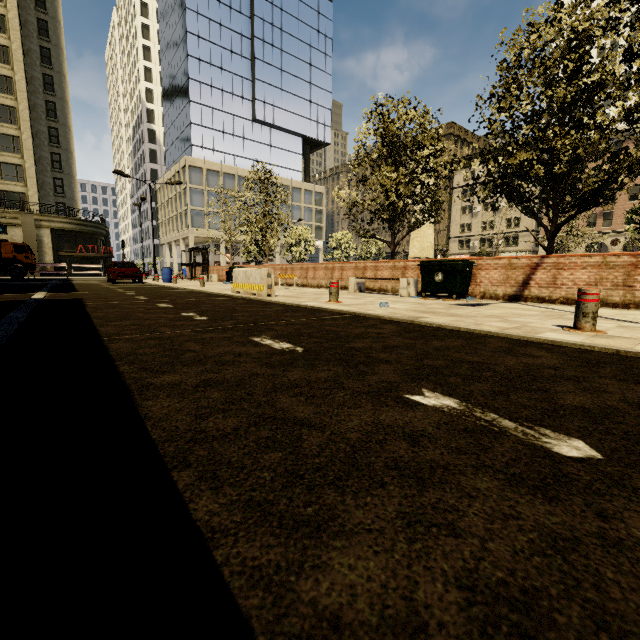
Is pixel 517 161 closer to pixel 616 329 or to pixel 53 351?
pixel 616 329

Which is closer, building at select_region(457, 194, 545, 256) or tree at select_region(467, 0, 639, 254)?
tree at select_region(467, 0, 639, 254)

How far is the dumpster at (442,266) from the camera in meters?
9.1

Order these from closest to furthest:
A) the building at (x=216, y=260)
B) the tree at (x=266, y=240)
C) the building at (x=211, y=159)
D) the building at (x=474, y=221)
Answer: the tree at (x=266, y=240) < the building at (x=211, y=159) < the building at (x=216, y=260) < the building at (x=474, y=221)

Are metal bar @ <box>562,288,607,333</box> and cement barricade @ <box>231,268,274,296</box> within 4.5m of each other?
no

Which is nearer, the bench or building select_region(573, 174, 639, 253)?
the bench

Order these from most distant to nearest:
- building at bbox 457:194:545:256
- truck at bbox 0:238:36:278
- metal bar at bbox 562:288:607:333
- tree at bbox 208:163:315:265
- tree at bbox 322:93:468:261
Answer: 1. building at bbox 457:194:545:256
2. truck at bbox 0:238:36:278
3. tree at bbox 208:163:315:265
4. tree at bbox 322:93:468:261
5. metal bar at bbox 562:288:607:333
